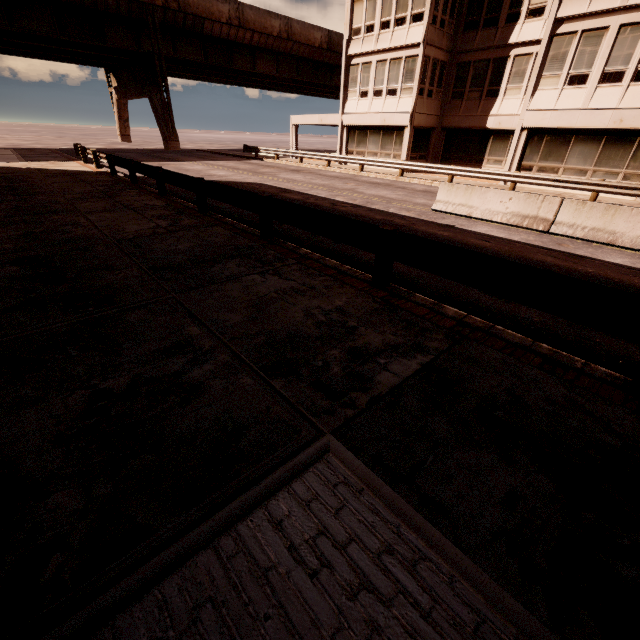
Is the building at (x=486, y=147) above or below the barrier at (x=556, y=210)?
above

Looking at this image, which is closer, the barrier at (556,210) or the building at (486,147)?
the barrier at (556,210)

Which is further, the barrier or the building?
the building

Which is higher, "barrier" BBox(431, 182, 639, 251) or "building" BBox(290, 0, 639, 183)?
"building" BBox(290, 0, 639, 183)

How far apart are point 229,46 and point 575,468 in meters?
52.3
